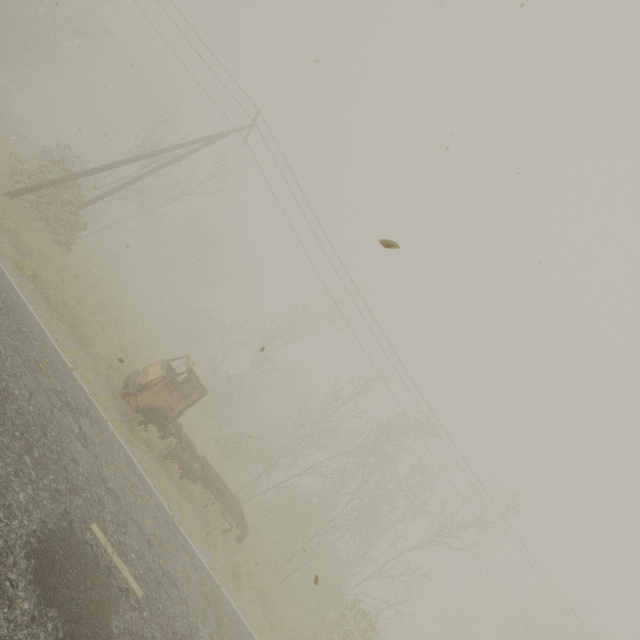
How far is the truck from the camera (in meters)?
10.75

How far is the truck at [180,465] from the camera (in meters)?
10.75

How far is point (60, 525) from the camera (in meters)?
4.83
